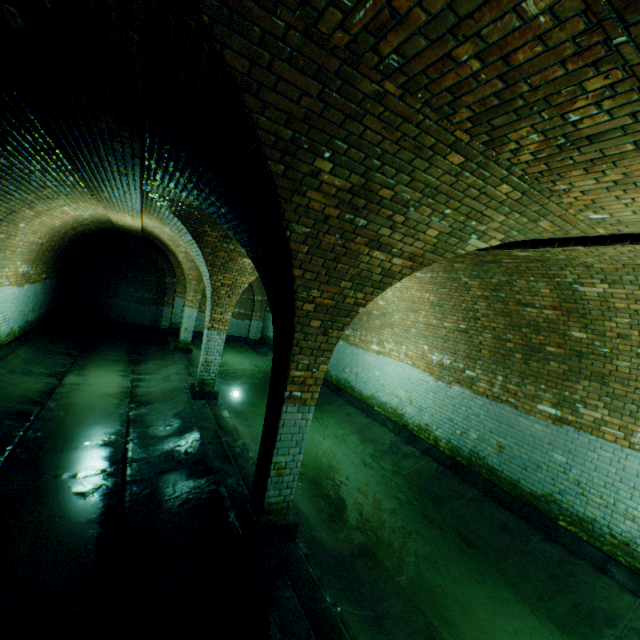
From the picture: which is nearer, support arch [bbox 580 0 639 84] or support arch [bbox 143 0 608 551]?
support arch [bbox 580 0 639 84]

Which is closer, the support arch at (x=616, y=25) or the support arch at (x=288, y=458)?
the support arch at (x=616, y=25)

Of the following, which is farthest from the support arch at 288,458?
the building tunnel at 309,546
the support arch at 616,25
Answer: the support arch at 616,25

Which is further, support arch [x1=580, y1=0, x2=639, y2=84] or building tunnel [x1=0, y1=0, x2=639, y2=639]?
building tunnel [x1=0, y1=0, x2=639, y2=639]

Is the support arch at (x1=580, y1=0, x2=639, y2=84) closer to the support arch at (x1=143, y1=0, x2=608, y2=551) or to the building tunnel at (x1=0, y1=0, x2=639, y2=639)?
the building tunnel at (x1=0, y1=0, x2=639, y2=639)

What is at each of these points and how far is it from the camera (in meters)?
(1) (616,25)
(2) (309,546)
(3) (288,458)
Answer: (1) support arch, 1.21
(2) building tunnel, 4.20
(3) support arch, 4.03

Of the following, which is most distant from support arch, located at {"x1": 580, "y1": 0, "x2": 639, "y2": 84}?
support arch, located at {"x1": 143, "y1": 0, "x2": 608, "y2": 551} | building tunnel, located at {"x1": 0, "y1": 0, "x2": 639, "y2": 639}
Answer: support arch, located at {"x1": 143, "y1": 0, "x2": 608, "y2": 551}
